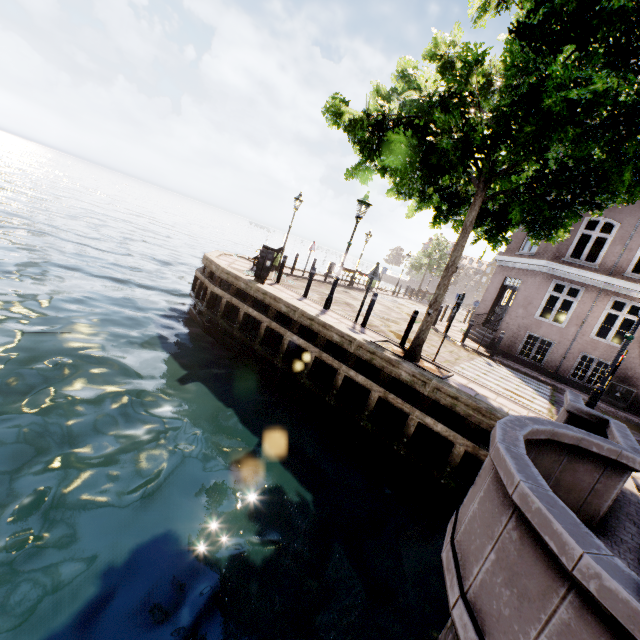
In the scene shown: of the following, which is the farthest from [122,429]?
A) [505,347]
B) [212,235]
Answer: [212,235]

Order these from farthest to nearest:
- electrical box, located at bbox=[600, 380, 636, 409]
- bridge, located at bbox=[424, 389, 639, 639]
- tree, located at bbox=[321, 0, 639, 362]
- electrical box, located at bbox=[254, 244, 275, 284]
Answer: electrical box, located at bbox=[600, 380, 636, 409]
electrical box, located at bbox=[254, 244, 275, 284]
tree, located at bbox=[321, 0, 639, 362]
bridge, located at bbox=[424, 389, 639, 639]

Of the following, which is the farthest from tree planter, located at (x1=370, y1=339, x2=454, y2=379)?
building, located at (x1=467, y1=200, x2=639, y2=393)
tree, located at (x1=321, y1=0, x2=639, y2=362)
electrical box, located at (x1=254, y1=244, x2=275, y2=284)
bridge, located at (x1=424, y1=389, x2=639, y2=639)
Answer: building, located at (x1=467, y1=200, x2=639, y2=393)

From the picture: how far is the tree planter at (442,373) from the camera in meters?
7.5

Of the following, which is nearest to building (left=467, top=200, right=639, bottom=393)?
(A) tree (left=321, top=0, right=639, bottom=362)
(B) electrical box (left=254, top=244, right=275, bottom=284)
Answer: (A) tree (left=321, top=0, right=639, bottom=362)

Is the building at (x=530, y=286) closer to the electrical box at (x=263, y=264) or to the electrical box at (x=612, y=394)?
the electrical box at (x=612, y=394)

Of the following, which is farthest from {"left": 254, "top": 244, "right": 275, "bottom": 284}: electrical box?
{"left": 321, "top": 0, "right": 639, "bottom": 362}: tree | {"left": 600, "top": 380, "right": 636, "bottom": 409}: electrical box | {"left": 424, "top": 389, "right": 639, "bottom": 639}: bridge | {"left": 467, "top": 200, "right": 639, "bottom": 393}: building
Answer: {"left": 600, "top": 380, "right": 636, "bottom": 409}: electrical box

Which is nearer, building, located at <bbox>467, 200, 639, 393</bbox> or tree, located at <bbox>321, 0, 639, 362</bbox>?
tree, located at <bbox>321, 0, 639, 362</bbox>
